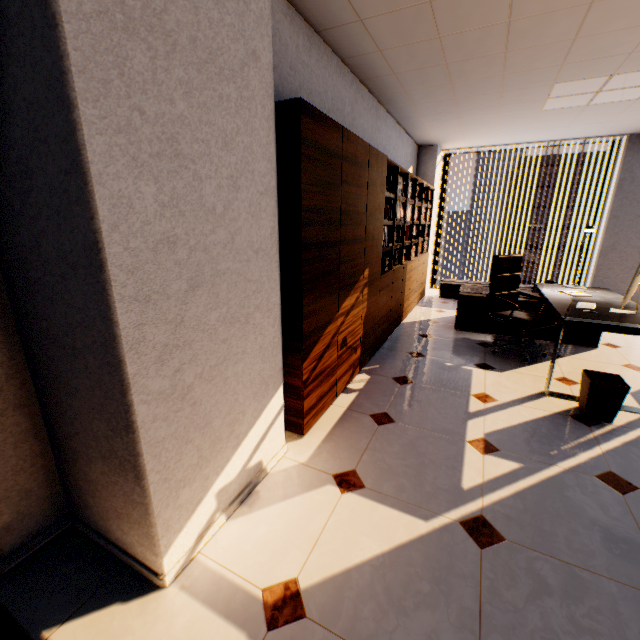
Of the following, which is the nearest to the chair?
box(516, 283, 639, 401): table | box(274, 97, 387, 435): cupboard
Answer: box(516, 283, 639, 401): table

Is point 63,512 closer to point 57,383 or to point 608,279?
point 57,383

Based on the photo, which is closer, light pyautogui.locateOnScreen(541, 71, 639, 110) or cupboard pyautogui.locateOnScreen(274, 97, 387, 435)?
cupboard pyautogui.locateOnScreen(274, 97, 387, 435)

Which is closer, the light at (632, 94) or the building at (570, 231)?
the light at (632, 94)

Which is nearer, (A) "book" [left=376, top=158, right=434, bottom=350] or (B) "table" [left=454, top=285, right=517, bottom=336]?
(A) "book" [left=376, top=158, right=434, bottom=350]

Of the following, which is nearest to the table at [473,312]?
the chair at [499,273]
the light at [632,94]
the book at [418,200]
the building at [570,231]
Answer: the chair at [499,273]

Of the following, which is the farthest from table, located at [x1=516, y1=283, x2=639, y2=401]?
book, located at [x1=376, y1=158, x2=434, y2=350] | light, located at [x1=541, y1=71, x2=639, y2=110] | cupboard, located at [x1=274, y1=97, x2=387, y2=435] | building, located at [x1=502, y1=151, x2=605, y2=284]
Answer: building, located at [x1=502, y1=151, x2=605, y2=284]

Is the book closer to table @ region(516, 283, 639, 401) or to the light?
table @ region(516, 283, 639, 401)
